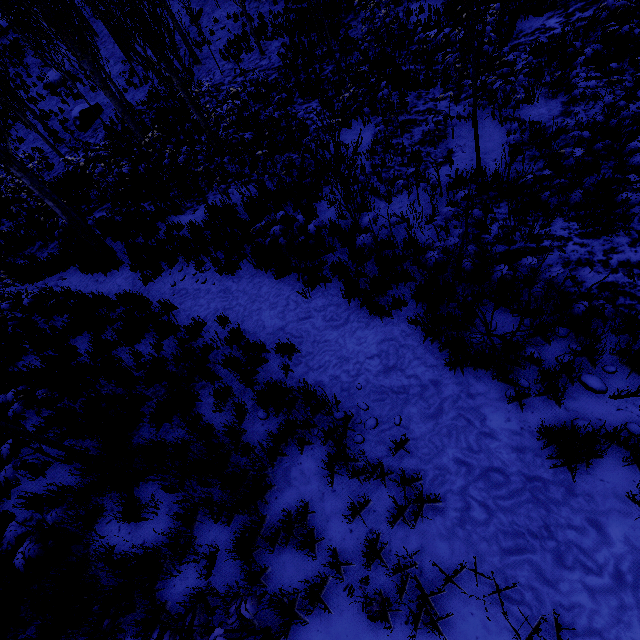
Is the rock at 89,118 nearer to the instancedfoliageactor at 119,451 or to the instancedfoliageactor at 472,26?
the instancedfoliageactor at 472,26

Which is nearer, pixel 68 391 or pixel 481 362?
pixel 481 362

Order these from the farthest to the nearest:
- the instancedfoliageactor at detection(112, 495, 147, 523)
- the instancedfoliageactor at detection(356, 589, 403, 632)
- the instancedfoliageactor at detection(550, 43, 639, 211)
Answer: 1. the instancedfoliageactor at detection(550, 43, 639, 211)
2. the instancedfoliageactor at detection(112, 495, 147, 523)
3. the instancedfoliageactor at detection(356, 589, 403, 632)

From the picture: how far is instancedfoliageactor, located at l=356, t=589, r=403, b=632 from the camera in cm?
287

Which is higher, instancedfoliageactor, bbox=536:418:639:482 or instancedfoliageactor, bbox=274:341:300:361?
instancedfoliageactor, bbox=274:341:300:361

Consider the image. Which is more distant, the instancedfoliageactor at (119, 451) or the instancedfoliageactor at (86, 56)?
the instancedfoliageactor at (86, 56)
